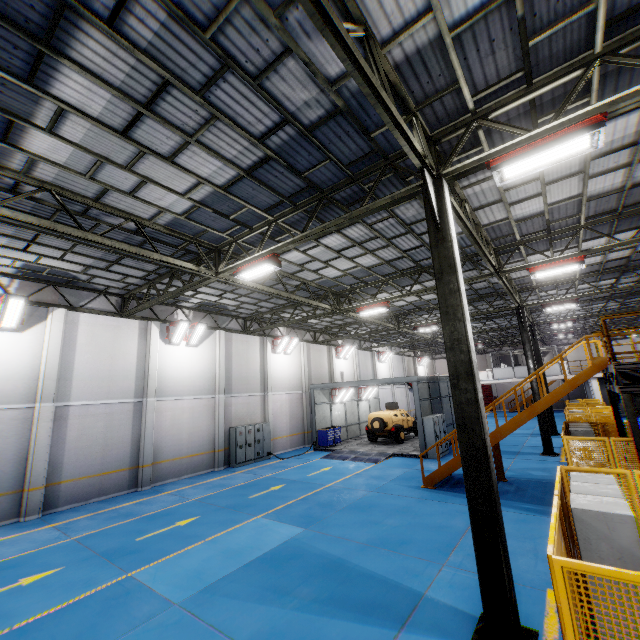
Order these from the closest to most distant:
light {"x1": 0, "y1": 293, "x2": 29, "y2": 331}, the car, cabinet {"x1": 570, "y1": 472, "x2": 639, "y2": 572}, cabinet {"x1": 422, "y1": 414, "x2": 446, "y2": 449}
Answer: cabinet {"x1": 570, "y1": 472, "x2": 639, "y2": 572} → light {"x1": 0, "y1": 293, "x2": 29, "y2": 331} → cabinet {"x1": 422, "y1": 414, "x2": 446, "y2": 449} → the car

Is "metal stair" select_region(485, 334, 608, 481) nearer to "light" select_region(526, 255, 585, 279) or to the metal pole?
"light" select_region(526, 255, 585, 279)

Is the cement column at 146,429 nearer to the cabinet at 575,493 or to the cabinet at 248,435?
the cabinet at 248,435

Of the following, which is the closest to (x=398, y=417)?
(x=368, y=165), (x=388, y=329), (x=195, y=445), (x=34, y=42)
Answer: (x=388, y=329)

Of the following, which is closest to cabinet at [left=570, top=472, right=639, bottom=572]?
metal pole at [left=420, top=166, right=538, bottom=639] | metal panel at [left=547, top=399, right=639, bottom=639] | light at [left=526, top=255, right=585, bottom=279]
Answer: metal panel at [left=547, top=399, right=639, bottom=639]

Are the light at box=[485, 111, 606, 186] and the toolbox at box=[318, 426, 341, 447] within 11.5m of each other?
no

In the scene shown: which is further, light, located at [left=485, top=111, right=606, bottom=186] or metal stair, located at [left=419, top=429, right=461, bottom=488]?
metal stair, located at [left=419, top=429, right=461, bottom=488]

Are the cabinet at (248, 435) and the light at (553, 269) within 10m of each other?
no
